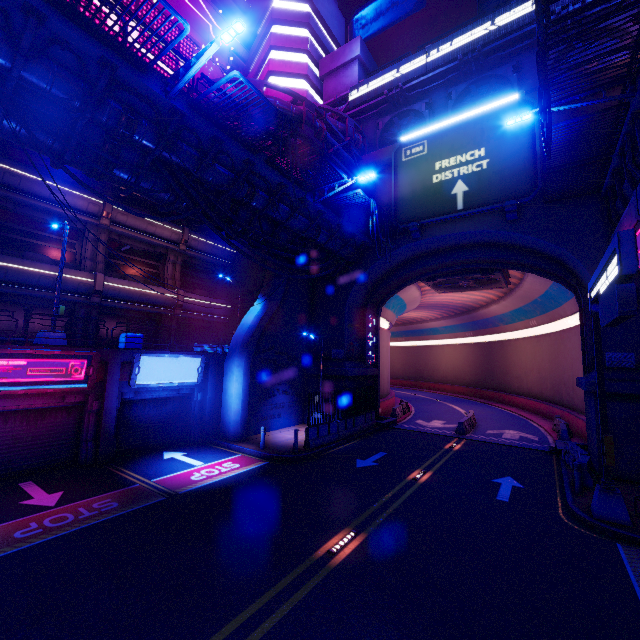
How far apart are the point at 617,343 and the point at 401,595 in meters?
14.4 m

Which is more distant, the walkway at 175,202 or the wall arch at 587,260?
the wall arch at 587,260

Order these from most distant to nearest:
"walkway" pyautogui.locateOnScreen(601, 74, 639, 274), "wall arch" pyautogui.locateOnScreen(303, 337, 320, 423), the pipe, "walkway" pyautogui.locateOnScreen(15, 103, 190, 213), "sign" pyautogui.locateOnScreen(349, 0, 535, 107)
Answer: "wall arch" pyautogui.locateOnScreen(303, 337, 320, 423)
"sign" pyautogui.locateOnScreen(349, 0, 535, 107)
the pipe
"walkway" pyautogui.locateOnScreen(601, 74, 639, 274)
"walkway" pyautogui.locateOnScreen(15, 103, 190, 213)

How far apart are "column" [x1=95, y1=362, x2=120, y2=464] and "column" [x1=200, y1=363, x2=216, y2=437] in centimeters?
462cm

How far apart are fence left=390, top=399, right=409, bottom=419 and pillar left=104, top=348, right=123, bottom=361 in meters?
19.0 m

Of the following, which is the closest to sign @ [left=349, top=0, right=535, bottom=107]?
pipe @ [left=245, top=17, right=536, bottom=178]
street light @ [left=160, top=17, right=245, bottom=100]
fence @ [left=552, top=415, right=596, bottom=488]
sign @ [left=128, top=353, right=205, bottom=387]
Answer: pipe @ [left=245, top=17, right=536, bottom=178]

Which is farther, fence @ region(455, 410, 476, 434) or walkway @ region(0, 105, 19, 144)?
fence @ region(455, 410, 476, 434)

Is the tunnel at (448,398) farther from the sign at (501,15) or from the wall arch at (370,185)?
the sign at (501,15)
